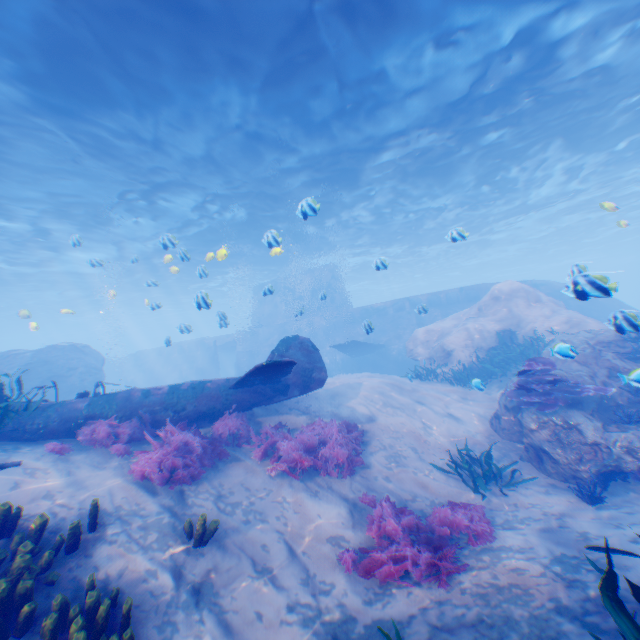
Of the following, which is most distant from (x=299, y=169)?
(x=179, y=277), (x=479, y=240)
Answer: (x=479, y=240)

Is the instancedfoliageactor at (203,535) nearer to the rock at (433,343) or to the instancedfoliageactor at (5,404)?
the rock at (433,343)

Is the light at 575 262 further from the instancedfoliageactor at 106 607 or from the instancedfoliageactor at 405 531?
the instancedfoliageactor at 405 531

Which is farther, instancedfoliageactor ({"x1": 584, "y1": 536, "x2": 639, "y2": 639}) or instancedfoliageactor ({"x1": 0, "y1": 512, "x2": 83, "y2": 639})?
instancedfoliageactor ({"x1": 0, "y1": 512, "x2": 83, "y2": 639})

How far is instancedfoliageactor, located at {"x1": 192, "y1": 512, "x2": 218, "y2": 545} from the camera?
5.1 meters

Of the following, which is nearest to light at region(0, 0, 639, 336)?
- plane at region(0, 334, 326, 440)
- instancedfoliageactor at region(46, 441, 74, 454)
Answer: plane at region(0, 334, 326, 440)

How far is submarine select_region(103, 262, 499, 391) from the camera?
23.7 meters

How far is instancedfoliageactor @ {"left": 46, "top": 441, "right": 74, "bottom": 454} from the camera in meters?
6.5 m
